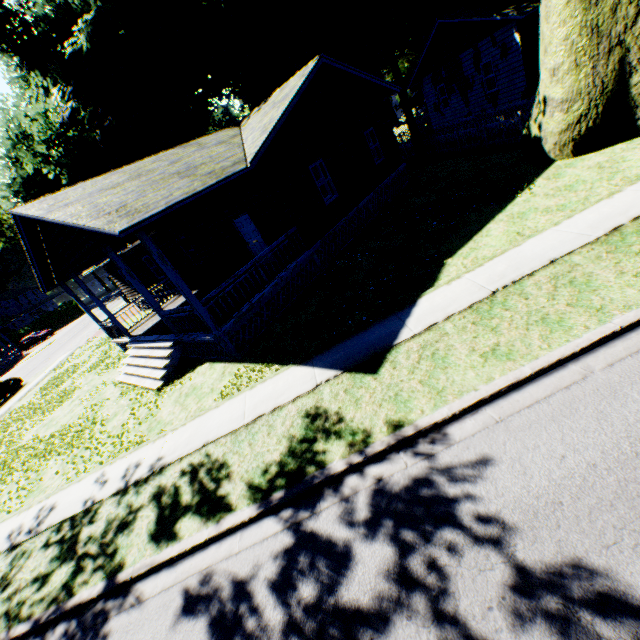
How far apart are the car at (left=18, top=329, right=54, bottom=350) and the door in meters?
48.4

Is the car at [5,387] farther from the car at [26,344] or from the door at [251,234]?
the car at [26,344]

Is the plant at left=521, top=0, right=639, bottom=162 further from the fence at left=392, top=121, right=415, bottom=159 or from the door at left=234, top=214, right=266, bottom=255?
the door at left=234, top=214, right=266, bottom=255

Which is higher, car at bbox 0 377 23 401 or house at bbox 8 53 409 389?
house at bbox 8 53 409 389

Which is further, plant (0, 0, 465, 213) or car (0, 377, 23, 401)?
car (0, 377, 23, 401)

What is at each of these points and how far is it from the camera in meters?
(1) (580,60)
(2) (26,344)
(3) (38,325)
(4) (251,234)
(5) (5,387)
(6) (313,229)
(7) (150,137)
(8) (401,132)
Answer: (1) plant, 9.0
(2) car, 45.8
(3) hedge, 51.9
(4) door, 13.4
(5) car, 22.0
(6) house, 12.4
(7) plant, 20.9
(8) fence, 33.6

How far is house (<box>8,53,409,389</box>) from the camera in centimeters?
918cm

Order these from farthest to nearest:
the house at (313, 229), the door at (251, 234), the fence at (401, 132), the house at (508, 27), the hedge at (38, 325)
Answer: the hedge at (38, 325) → the fence at (401, 132) → the house at (508, 27) → the door at (251, 234) → the house at (313, 229)
